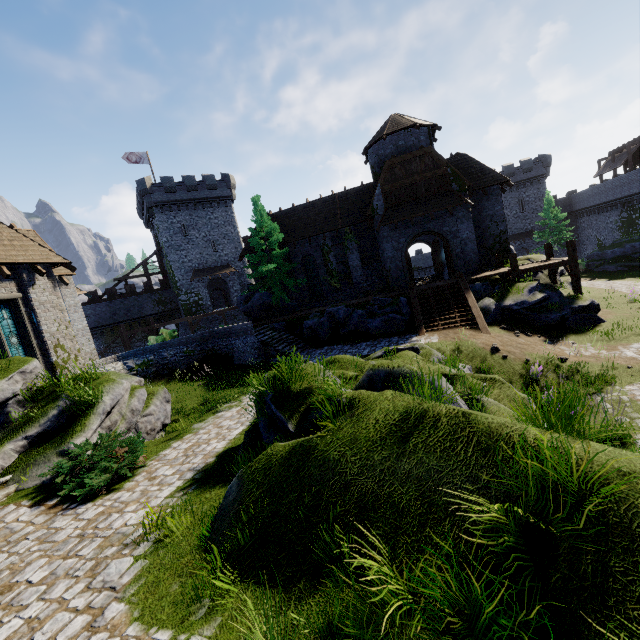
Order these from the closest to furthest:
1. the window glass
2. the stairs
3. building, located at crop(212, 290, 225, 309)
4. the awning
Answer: the window glass, the stairs, the awning, building, located at crop(212, 290, 225, 309)

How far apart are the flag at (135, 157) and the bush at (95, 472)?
40.11m

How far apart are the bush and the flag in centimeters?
4011cm

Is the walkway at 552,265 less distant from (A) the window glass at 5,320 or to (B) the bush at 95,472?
(B) the bush at 95,472

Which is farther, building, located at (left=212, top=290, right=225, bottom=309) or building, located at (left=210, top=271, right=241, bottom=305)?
building, located at (left=212, top=290, right=225, bottom=309)

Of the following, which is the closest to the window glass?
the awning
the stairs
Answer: the stairs

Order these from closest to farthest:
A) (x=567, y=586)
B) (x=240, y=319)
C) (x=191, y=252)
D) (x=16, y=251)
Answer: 1. (x=567, y=586)
2. (x=16, y=251)
3. (x=191, y=252)
4. (x=240, y=319)

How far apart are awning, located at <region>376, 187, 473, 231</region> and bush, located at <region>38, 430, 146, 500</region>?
18.5m
